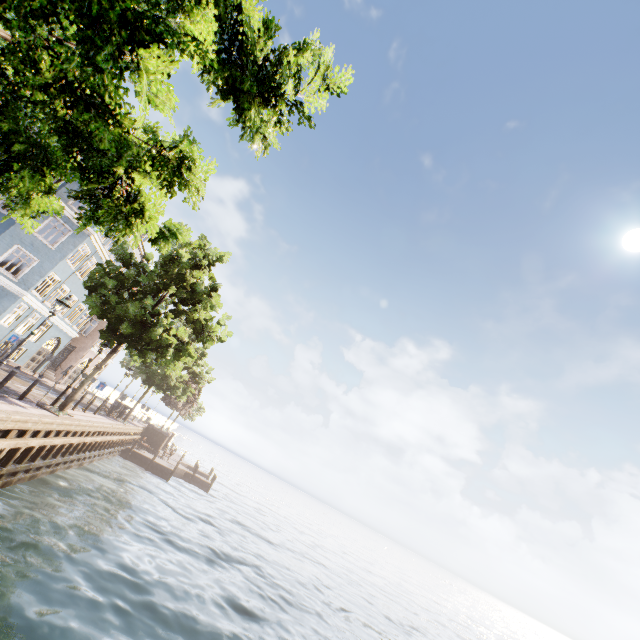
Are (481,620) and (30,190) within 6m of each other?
no

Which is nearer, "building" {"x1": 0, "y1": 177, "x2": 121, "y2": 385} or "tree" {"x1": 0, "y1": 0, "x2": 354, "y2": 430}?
Answer: "tree" {"x1": 0, "y1": 0, "x2": 354, "y2": 430}

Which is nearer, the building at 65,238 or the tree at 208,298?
the tree at 208,298
